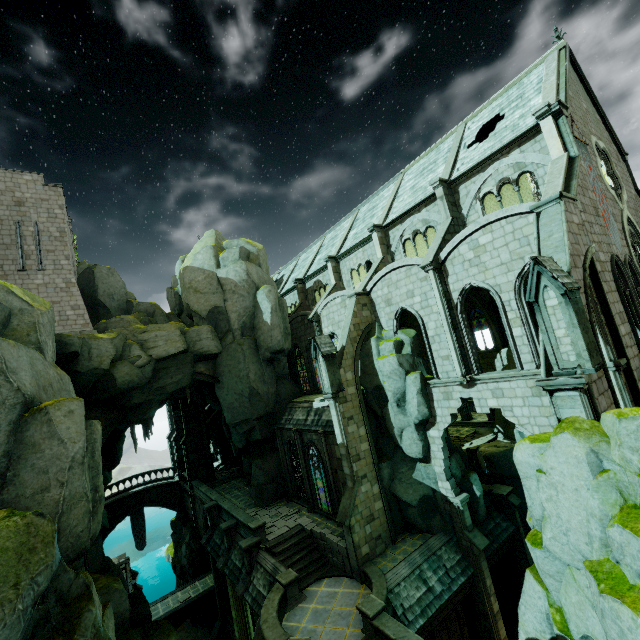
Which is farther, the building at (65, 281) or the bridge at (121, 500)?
the bridge at (121, 500)

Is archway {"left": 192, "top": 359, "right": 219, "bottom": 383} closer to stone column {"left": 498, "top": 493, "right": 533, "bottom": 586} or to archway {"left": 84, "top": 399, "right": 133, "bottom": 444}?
archway {"left": 84, "top": 399, "right": 133, "bottom": 444}

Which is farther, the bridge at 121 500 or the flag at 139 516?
the flag at 139 516

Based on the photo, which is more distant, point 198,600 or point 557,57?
point 198,600

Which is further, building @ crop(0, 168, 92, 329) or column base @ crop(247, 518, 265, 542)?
building @ crop(0, 168, 92, 329)

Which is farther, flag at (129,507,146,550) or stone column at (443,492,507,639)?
flag at (129,507,146,550)

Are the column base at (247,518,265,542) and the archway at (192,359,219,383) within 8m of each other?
no

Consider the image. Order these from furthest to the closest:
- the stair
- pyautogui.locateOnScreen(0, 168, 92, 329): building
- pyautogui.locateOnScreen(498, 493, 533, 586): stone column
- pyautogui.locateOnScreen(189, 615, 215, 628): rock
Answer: pyautogui.locateOnScreen(189, 615, 215, 628): rock, pyautogui.locateOnScreen(0, 168, 92, 329): building, pyautogui.locateOnScreen(498, 493, 533, 586): stone column, the stair
